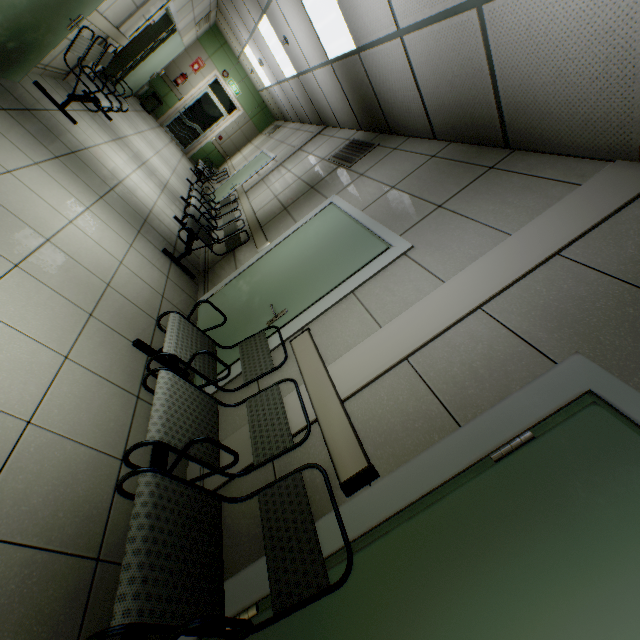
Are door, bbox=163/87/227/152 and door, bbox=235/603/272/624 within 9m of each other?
no

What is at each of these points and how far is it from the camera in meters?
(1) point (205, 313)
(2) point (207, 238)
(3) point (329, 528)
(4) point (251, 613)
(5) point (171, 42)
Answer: (1) door, 3.7
(2) chair, 4.6
(3) doorway, 1.4
(4) door, 1.4
(5) door, 7.3

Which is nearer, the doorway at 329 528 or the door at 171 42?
the doorway at 329 528

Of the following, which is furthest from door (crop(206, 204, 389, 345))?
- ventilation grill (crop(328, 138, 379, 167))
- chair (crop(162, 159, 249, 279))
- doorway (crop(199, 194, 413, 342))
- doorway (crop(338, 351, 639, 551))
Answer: chair (crop(162, 159, 249, 279))

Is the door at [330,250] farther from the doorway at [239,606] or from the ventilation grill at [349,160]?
the doorway at [239,606]

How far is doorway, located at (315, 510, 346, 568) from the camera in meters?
1.4 m

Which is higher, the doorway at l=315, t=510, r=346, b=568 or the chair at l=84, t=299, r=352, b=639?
the doorway at l=315, t=510, r=346, b=568

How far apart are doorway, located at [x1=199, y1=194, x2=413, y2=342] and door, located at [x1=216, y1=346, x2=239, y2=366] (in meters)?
0.02
